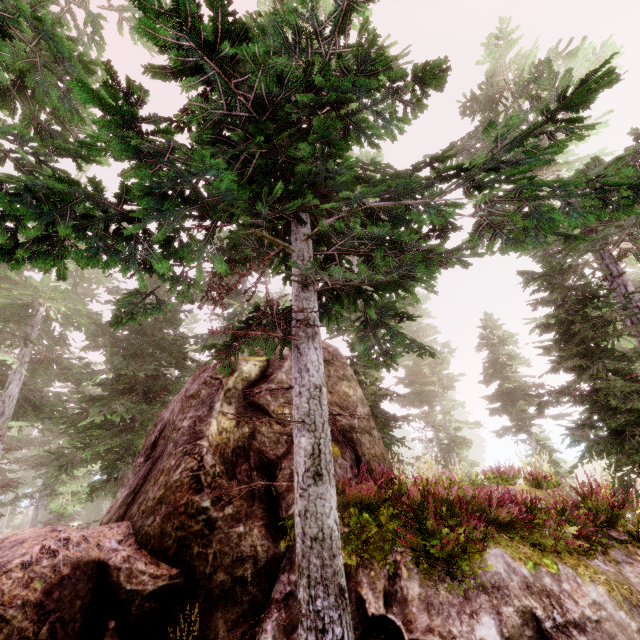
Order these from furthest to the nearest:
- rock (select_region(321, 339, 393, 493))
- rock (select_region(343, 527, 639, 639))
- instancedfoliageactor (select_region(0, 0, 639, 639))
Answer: rock (select_region(321, 339, 393, 493)) < rock (select_region(343, 527, 639, 639)) < instancedfoliageactor (select_region(0, 0, 639, 639))

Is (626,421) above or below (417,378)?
below

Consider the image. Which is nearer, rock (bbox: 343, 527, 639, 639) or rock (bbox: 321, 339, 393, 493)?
rock (bbox: 343, 527, 639, 639)

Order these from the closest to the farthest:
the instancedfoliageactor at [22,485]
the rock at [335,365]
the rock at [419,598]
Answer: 1. the instancedfoliageactor at [22,485]
2. the rock at [419,598]
3. the rock at [335,365]

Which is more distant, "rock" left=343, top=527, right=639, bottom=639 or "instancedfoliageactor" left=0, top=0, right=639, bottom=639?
"rock" left=343, top=527, right=639, bottom=639

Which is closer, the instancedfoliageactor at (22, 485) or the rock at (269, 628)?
the instancedfoliageactor at (22, 485)
